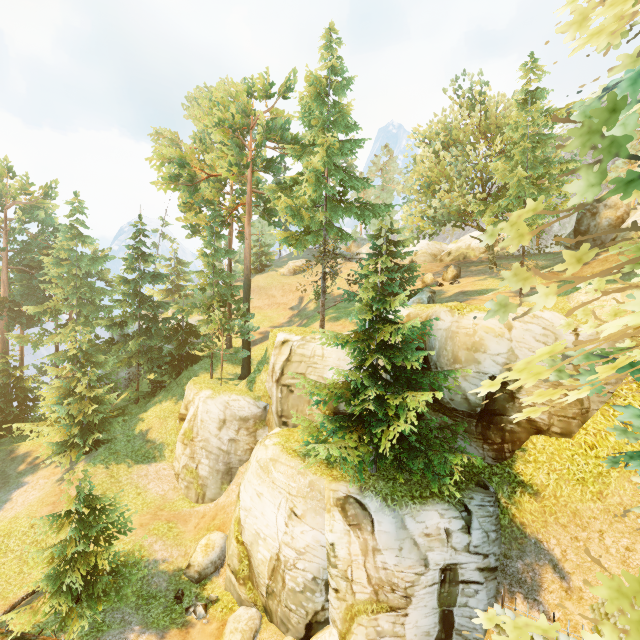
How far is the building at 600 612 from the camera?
8.7m

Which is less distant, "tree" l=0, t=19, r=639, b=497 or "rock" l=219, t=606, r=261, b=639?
"tree" l=0, t=19, r=639, b=497

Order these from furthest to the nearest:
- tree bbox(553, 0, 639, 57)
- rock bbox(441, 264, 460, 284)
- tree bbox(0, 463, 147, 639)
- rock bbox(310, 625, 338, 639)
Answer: rock bbox(441, 264, 460, 284)
tree bbox(0, 463, 147, 639)
rock bbox(310, 625, 338, 639)
tree bbox(553, 0, 639, 57)

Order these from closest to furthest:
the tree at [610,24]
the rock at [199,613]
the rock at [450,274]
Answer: the tree at [610,24]
the rock at [199,613]
the rock at [450,274]

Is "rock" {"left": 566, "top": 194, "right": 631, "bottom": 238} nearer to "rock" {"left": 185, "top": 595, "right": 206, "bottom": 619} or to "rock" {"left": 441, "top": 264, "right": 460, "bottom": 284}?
"rock" {"left": 441, "top": 264, "right": 460, "bottom": 284}

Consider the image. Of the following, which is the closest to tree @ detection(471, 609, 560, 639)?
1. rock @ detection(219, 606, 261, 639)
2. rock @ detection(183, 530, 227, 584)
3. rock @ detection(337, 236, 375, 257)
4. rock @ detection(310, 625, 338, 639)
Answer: rock @ detection(183, 530, 227, 584)

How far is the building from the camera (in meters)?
8.72

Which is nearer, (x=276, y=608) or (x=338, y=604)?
(x=338, y=604)
